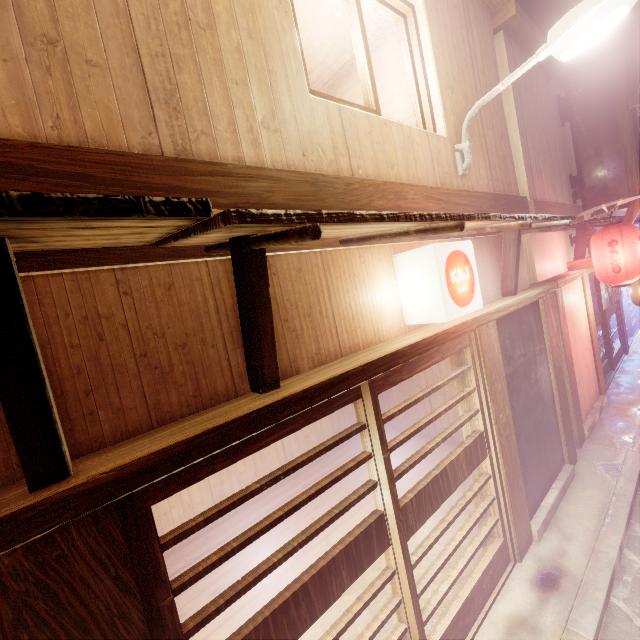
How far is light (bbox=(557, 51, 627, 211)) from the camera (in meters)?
12.48

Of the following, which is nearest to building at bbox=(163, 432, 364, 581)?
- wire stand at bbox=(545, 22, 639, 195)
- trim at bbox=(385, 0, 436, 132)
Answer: trim at bbox=(385, 0, 436, 132)

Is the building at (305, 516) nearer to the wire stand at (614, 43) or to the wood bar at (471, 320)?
the wood bar at (471, 320)

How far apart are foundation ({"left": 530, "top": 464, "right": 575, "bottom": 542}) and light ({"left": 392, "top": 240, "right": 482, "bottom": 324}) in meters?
5.4

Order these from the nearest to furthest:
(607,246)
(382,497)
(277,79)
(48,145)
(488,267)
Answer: (48,145)
(277,79)
(382,497)
(488,267)
(607,246)

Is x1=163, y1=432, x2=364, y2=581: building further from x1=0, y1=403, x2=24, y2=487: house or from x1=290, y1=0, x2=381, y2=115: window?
x1=290, y1=0, x2=381, y2=115: window

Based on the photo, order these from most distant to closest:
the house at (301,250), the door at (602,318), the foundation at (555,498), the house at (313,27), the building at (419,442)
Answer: the door at (602,318) → the building at (419,442) → the foundation at (555,498) → the house at (313,27) → the house at (301,250)

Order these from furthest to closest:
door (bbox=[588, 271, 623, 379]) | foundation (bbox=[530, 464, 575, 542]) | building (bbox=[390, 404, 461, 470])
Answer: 1. door (bbox=[588, 271, 623, 379])
2. building (bbox=[390, 404, 461, 470])
3. foundation (bbox=[530, 464, 575, 542])
